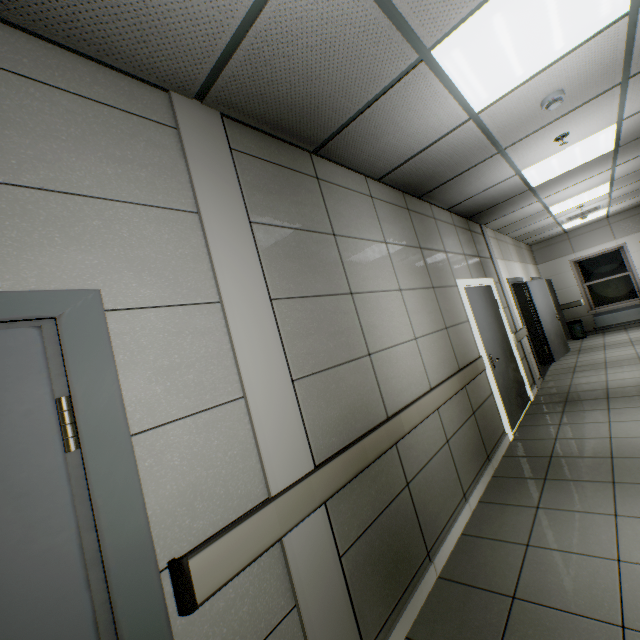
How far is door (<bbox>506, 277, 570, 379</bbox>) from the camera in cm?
737

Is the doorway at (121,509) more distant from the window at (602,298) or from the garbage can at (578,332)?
the window at (602,298)

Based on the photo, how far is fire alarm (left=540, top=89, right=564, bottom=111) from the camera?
2.7m

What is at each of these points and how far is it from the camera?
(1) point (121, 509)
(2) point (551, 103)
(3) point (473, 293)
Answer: (1) doorway, 1.09m
(2) fire alarm, 2.70m
(3) door, 4.70m

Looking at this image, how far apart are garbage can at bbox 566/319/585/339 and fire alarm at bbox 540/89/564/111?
9.4m

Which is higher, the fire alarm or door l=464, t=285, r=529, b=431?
the fire alarm

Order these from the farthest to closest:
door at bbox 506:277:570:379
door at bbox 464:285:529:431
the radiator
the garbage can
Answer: the garbage can < the radiator < door at bbox 506:277:570:379 < door at bbox 464:285:529:431

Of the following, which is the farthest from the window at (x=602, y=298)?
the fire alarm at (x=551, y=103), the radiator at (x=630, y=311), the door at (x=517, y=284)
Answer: the fire alarm at (x=551, y=103)
